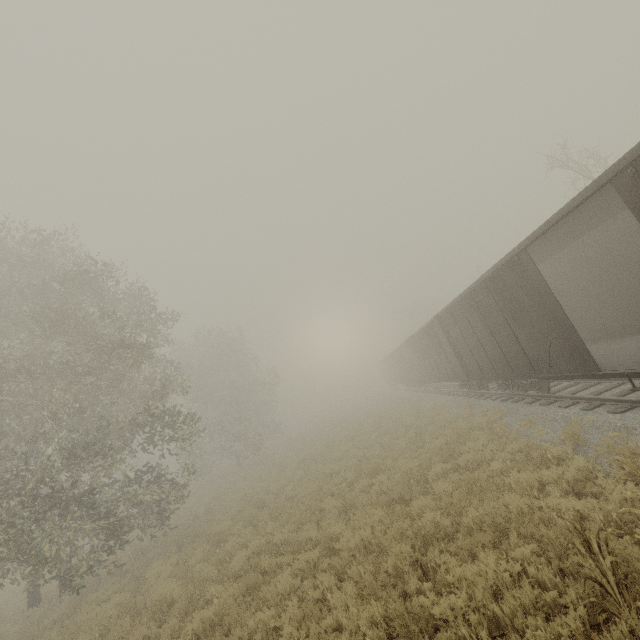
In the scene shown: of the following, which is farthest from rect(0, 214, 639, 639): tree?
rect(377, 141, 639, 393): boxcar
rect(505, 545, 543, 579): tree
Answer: rect(377, 141, 639, 393): boxcar

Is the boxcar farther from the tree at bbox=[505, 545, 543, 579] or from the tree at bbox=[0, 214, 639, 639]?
the tree at bbox=[0, 214, 639, 639]

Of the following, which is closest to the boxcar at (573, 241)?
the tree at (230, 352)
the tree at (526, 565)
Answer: the tree at (526, 565)

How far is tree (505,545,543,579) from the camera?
4.82m

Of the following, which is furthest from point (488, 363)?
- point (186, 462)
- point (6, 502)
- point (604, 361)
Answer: point (6, 502)

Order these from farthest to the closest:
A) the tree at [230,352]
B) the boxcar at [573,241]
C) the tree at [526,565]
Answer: the boxcar at [573,241]
the tree at [230,352]
the tree at [526,565]

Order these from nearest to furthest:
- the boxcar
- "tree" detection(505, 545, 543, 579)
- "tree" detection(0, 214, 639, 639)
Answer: "tree" detection(505, 545, 543, 579) → "tree" detection(0, 214, 639, 639) → the boxcar
